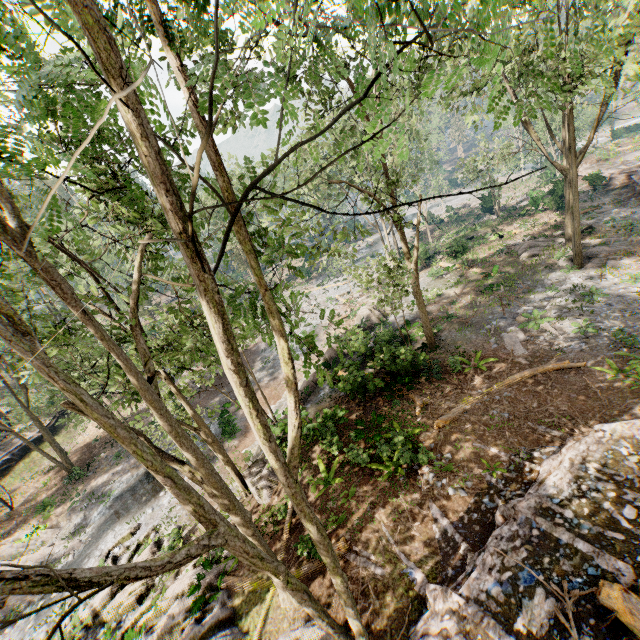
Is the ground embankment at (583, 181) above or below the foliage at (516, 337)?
above

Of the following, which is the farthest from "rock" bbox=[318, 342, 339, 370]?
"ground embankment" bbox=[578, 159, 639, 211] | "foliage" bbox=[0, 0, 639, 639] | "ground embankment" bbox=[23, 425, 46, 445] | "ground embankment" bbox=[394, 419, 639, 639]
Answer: "ground embankment" bbox=[23, 425, 46, 445]

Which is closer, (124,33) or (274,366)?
(124,33)

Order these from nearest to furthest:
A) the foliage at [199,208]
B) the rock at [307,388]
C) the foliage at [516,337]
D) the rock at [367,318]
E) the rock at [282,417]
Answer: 1. the foliage at [199,208]
2. the rock at [282,417]
3. the foliage at [516,337]
4. the rock at [367,318]
5. the rock at [307,388]

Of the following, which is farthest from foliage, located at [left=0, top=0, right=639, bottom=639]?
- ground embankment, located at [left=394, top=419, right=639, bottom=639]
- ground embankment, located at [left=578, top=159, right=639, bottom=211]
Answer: ground embankment, located at [left=578, top=159, right=639, bottom=211]

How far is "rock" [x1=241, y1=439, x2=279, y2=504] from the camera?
14.4m

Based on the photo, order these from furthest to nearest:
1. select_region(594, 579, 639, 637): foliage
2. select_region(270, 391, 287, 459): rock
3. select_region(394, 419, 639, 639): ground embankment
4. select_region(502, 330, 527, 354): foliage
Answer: select_region(502, 330, 527, 354): foliage → select_region(270, 391, 287, 459): rock → select_region(394, 419, 639, 639): ground embankment → select_region(594, 579, 639, 637): foliage

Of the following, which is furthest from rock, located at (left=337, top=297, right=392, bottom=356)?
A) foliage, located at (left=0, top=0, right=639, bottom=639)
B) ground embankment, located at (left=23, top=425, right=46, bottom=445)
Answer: ground embankment, located at (left=23, top=425, right=46, bottom=445)
